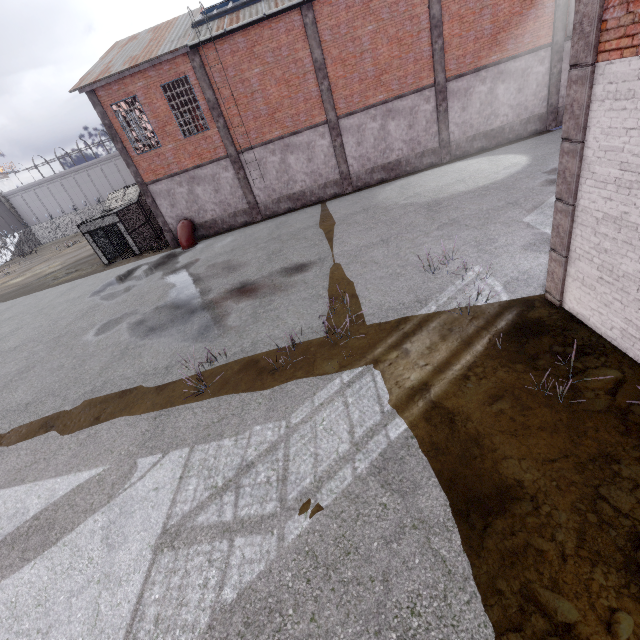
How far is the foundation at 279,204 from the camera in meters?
19.7 m

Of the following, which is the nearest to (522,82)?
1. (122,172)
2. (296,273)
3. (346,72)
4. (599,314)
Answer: (346,72)

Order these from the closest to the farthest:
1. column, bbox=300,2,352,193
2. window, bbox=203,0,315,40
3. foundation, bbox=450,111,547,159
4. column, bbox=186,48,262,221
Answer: window, bbox=203,0,315,40 < column, bbox=300,2,352,193 < column, bbox=186,48,262,221 < foundation, bbox=450,111,547,159

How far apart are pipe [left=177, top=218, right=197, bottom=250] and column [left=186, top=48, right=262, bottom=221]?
3.68m

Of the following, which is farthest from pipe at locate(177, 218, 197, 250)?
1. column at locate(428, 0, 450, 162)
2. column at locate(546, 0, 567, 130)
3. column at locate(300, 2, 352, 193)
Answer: column at locate(546, 0, 567, 130)

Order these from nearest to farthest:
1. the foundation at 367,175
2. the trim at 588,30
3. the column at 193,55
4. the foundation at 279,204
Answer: the trim at 588,30, the column at 193,55, the foundation at 367,175, the foundation at 279,204

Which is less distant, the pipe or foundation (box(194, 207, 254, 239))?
the pipe

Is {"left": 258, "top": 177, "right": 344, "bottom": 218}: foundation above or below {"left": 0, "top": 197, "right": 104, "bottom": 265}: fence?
below
